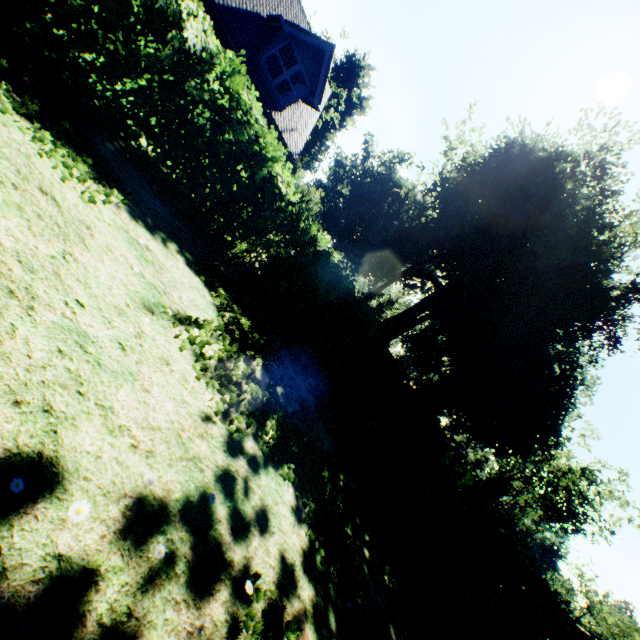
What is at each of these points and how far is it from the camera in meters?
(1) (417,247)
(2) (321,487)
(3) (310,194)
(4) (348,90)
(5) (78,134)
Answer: (1) plant, 40.6
(2) plant, 4.8
(3) plant, 25.1
(4) plant, 45.9
(5) plant, 4.0

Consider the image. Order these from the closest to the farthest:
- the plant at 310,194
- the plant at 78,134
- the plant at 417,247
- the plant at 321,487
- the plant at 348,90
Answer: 1. the plant at 78,134
2. the plant at 321,487
3. the plant at 417,247
4. the plant at 310,194
5. the plant at 348,90

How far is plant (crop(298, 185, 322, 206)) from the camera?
25.05m

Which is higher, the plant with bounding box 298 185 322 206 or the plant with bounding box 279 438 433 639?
the plant with bounding box 298 185 322 206

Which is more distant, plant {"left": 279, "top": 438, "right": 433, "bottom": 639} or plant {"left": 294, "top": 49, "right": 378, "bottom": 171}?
plant {"left": 294, "top": 49, "right": 378, "bottom": 171}

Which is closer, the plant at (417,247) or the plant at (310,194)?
the plant at (417,247)

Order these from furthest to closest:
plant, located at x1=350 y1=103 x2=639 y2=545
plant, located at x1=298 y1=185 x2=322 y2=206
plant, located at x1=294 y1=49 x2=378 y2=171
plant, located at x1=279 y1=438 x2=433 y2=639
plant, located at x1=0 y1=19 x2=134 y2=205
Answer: plant, located at x1=294 y1=49 x2=378 y2=171, plant, located at x1=298 y1=185 x2=322 y2=206, plant, located at x1=350 y1=103 x2=639 y2=545, plant, located at x1=279 y1=438 x2=433 y2=639, plant, located at x1=0 y1=19 x2=134 y2=205
